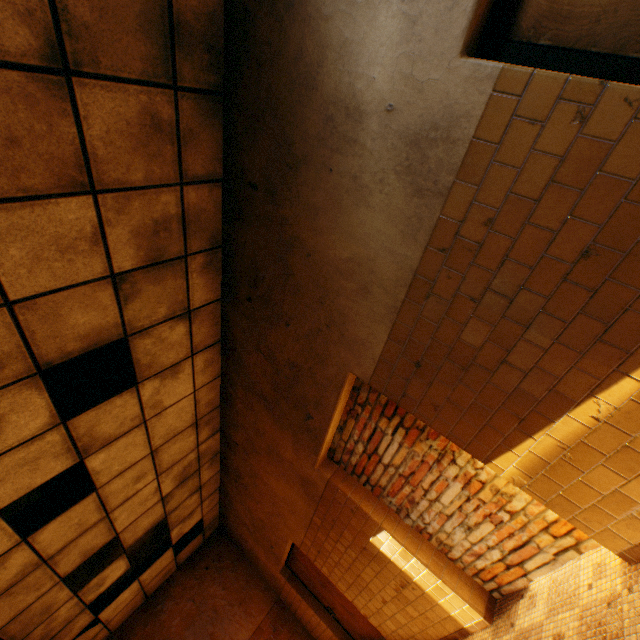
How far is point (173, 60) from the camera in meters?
2.2

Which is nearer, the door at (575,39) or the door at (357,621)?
the door at (575,39)

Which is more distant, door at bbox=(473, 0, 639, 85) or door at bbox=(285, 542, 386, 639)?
door at bbox=(285, 542, 386, 639)
